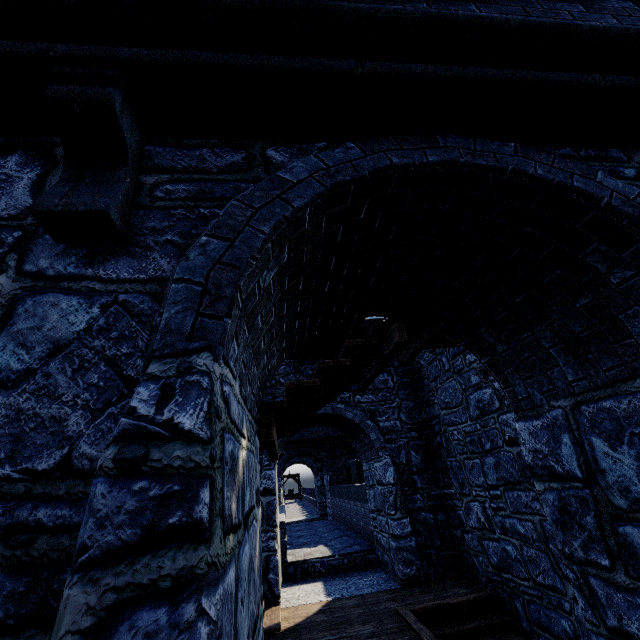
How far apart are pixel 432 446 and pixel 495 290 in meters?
7.1
